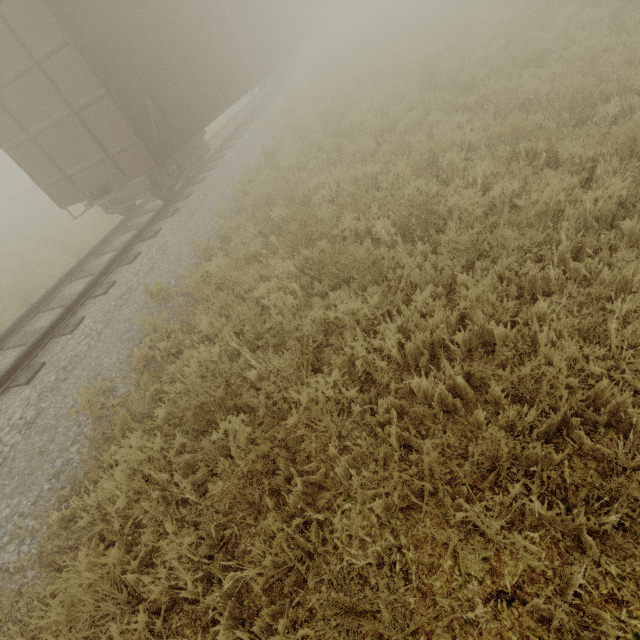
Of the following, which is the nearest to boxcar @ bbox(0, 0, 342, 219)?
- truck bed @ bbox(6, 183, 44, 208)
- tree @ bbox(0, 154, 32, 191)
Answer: truck bed @ bbox(6, 183, 44, 208)

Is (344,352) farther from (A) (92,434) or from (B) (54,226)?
(B) (54,226)

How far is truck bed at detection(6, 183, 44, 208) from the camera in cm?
3016

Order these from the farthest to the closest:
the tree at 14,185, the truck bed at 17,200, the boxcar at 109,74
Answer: the tree at 14,185 < the truck bed at 17,200 < the boxcar at 109,74

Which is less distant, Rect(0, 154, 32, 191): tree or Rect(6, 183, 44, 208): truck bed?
Rect(6, 183, 44, 208): truck bed

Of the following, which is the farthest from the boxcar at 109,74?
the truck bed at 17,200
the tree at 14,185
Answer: the tree at 14,185

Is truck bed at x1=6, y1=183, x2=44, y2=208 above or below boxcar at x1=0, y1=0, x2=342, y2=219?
below

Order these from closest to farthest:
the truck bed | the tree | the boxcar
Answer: the boxcar, the truck bed, the tree
